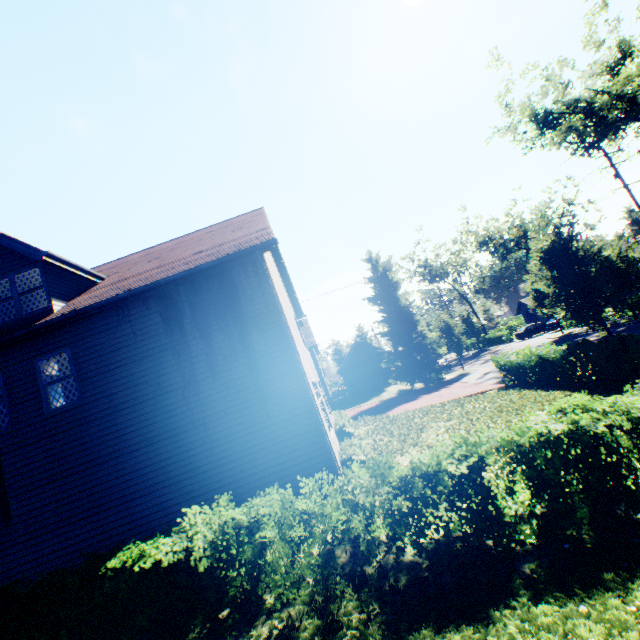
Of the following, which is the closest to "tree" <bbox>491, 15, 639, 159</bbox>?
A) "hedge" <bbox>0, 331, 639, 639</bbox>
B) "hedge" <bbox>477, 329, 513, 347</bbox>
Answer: "hedge" <bbox>477, 329, 513, 347</bbox>

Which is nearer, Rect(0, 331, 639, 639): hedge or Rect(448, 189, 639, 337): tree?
Rect(0, 331, 639, 639): hedge

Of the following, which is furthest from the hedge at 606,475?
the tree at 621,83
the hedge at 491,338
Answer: the hedge at 491,338

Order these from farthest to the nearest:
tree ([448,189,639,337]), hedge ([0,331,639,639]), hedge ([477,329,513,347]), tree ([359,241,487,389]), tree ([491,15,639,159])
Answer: hedge ([477,329,513,347]), tree ([359,241,487,389]), tree ([491,15,639,159]), tree ([448,189,639,337]), hedge ([0,331,639,639])

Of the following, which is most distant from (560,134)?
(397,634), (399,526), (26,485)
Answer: (26,485)

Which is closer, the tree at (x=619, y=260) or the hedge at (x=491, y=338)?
the tree at (x=619, y=260)

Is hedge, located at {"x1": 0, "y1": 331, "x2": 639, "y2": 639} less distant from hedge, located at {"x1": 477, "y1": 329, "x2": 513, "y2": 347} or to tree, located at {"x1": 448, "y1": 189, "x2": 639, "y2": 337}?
tree, located at {"x1": 448, "y1": 189, "x2": 639, "y2": 337}
